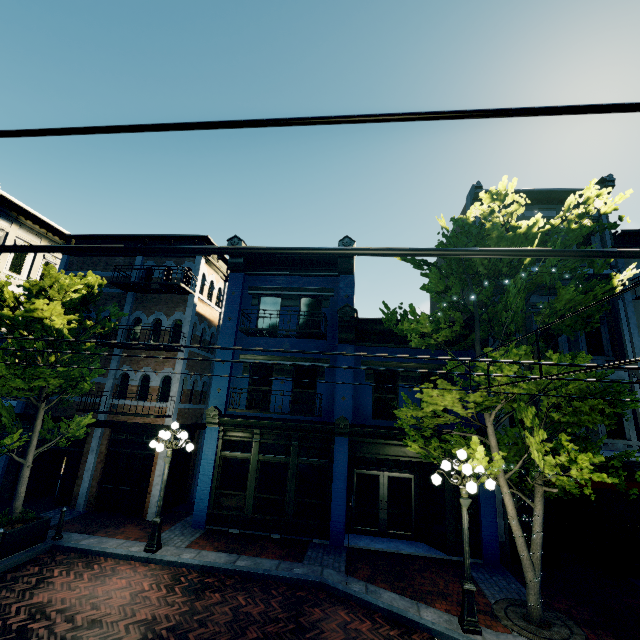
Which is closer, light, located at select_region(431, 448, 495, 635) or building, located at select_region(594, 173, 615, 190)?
light, located at select_region(431, 448, 495, 635)

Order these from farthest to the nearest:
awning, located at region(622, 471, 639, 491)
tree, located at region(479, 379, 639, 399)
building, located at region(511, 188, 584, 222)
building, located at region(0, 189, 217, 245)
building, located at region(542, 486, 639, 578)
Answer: building, located at region(0, 189, 217, 245), building, located at region(511, 188, 584, 222), building, located at region(542, 486, 639, 578), awning, located at region(622, 471, 639, 491), tree, located at region(479, 379, 639, 399)

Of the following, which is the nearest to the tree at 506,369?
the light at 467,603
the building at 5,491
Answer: the light at 467,603

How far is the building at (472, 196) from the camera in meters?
13.9 m

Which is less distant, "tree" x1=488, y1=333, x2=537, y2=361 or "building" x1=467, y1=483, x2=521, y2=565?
"tree" x1=488, y1=333, x2=537, y2=361

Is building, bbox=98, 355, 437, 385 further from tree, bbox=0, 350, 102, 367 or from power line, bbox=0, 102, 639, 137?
power line, bbox=0, 102, 639, 137

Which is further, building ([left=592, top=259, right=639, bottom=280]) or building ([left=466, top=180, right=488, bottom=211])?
building ([left=466, top=180, right=488, bottom=211])

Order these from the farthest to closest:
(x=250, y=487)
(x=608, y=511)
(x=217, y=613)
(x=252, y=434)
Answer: (x=252, y=434) → (x=250, y=487) → (x=608, y=511) → (x=217, y=613)
